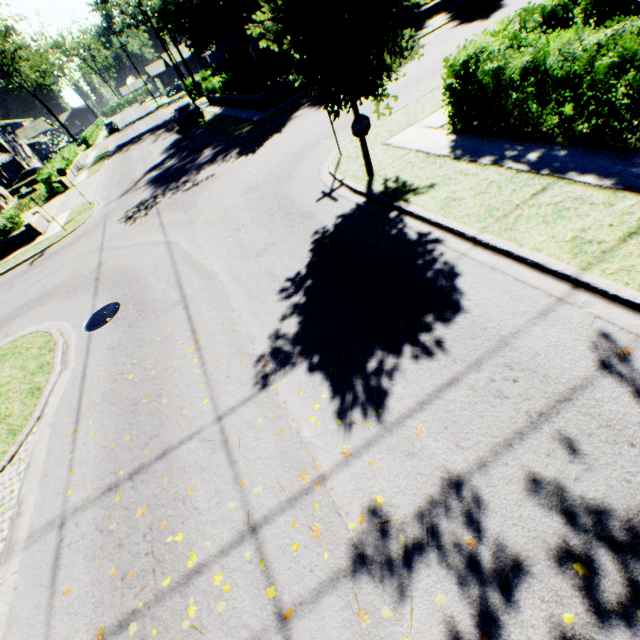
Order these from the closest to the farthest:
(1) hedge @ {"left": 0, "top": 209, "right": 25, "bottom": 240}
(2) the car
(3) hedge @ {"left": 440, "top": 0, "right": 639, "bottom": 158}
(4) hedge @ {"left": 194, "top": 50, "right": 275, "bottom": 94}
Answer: (3) hedge @ {"left": 440, "top": 0, "right": 639, "bottom": 158} < (1) hedge @ {"left": 0, "top": 209, "right": 25, "bottom": 240} < (4) hedge @ {"left": 194, "top": 50, "right": 275, "bottom": 94} < (2) the car

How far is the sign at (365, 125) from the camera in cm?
782

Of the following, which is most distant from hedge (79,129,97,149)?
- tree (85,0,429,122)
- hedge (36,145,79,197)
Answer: hedge (36,145,79,197)

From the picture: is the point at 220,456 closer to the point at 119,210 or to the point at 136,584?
the point at 136,584

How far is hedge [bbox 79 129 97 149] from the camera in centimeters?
5103cm

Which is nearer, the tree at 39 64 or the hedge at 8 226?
the hedge at 8 226

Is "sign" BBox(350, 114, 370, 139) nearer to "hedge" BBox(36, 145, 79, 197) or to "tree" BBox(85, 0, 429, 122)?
"tree" BBox(85, 0, 429, 122)

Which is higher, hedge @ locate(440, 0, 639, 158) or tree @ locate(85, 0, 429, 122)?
tree @ locate(85, 0, 429, 122)
